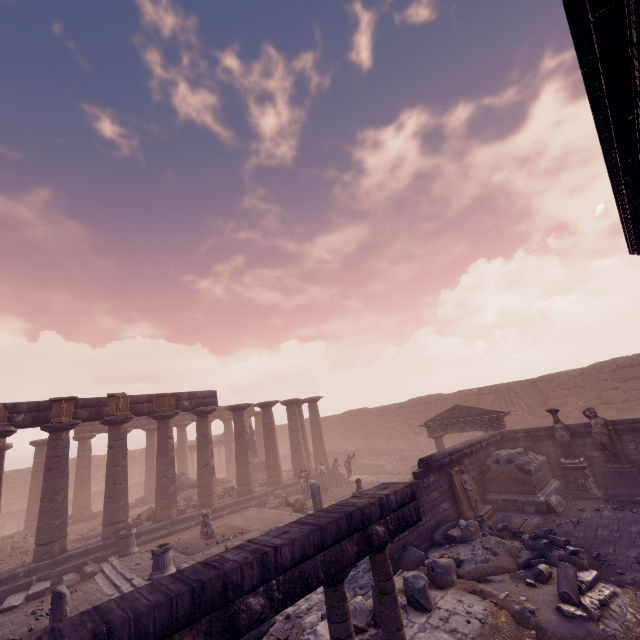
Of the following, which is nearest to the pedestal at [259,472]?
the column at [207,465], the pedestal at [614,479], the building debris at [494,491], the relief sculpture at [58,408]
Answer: the column at [207,465]

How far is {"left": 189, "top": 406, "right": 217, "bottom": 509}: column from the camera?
17.89m

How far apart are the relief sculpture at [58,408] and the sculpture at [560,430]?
21.4 meters

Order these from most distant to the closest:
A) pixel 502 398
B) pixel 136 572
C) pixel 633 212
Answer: pixel 502 398, pixel 136 572, pixel 633 212

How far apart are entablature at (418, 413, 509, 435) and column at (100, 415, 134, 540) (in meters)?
15.76

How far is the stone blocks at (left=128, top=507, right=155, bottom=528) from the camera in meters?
16.1

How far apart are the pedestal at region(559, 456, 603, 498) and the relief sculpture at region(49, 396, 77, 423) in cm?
2146

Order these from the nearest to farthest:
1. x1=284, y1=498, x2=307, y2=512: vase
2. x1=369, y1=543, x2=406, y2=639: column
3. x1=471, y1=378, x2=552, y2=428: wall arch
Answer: x1=369, y1=543, x2=406, y2=639: column, x1=284, y1=498, x2=307, y2=512: vase, x1=471, y1=378, x2=552, y2=428: wall arch
